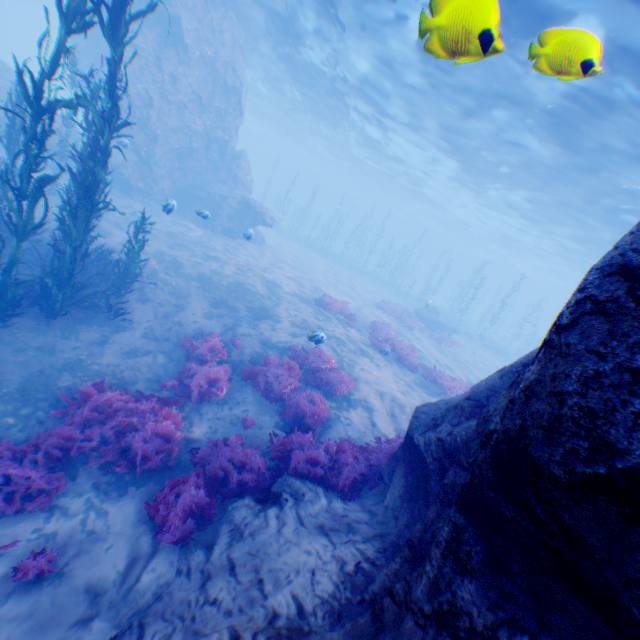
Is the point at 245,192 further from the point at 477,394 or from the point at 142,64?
the point at 477,394

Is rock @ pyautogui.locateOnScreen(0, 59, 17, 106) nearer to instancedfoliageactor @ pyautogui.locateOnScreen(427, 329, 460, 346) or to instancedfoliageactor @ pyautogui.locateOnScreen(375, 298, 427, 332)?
instancedfoliageactor @ pyautogui.locateOnScreen(427, 329, 460, 346)

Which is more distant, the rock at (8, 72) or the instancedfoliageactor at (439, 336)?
the instancedfoliageactor at (439, 336)

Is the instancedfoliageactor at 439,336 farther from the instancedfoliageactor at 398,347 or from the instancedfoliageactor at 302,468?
the instancedfoliageactor at 302,468

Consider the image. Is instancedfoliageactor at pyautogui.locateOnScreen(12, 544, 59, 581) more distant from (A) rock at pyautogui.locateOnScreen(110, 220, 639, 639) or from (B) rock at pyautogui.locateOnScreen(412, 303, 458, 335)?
(B) rock at pyautogui.locateOnScreen(412, 303, 458, 335)

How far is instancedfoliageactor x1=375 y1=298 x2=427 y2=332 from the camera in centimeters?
2301cm

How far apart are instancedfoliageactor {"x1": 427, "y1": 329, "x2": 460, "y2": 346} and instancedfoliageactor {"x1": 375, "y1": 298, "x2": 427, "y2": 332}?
3.33m
